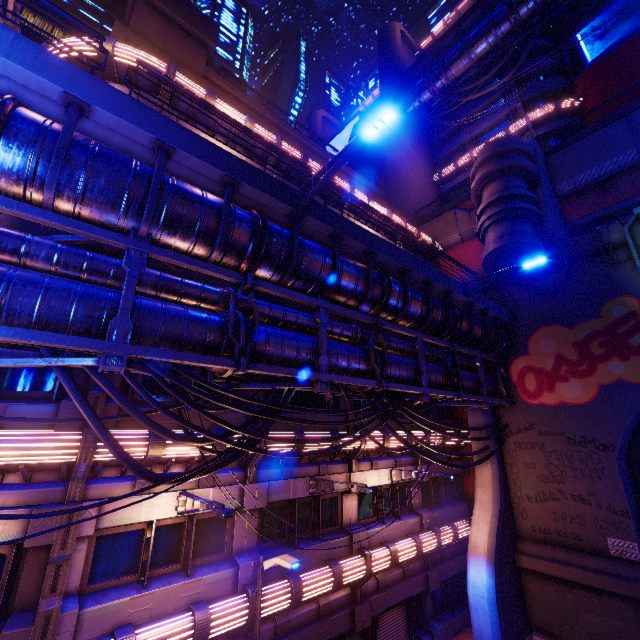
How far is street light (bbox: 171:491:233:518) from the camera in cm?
732

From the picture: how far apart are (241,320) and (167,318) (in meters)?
1.67

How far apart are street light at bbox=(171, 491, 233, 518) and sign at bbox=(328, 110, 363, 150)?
42.06m

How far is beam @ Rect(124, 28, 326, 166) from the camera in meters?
14.4 m

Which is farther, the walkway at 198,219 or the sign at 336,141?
the sign at 336,141

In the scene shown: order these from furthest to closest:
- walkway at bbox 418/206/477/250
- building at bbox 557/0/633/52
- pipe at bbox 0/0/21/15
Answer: building at bbox 557/0/633/52, walkway at bbox 418/206/477/250, pipe at bbox 0/0/21/15

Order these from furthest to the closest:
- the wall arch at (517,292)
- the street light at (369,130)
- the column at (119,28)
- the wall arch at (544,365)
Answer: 1. the wall arch at (517,292)
2. the column at (119,28)
3. the wall arch at (544,365)
4. the street light at (369,130)

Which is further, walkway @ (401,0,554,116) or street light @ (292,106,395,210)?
walkway @ (401,0,554,116)
